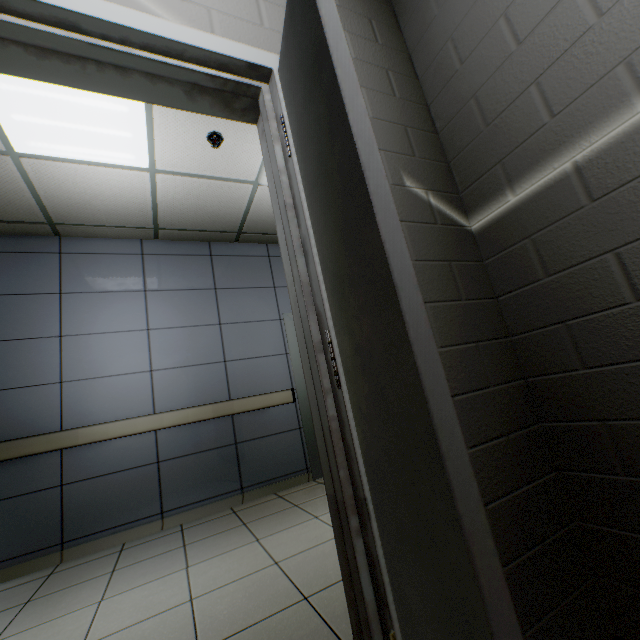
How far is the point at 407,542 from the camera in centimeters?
66cm
